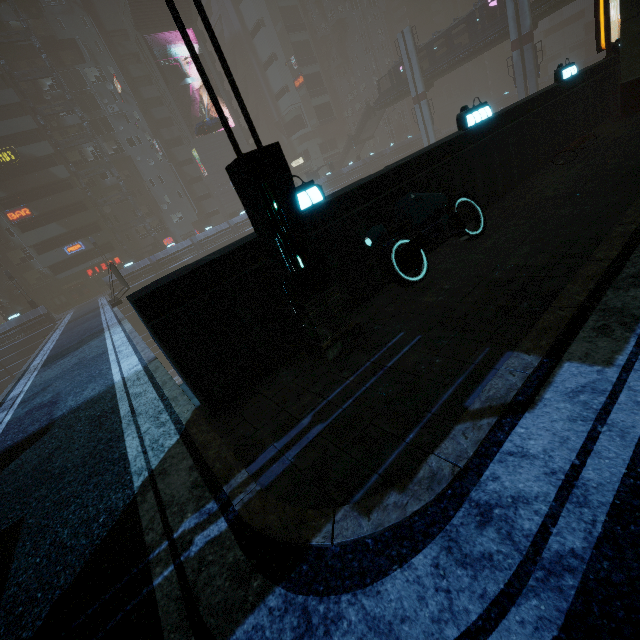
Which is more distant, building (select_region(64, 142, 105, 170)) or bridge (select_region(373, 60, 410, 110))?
bridge (select_region(373, 60, 410, 110))

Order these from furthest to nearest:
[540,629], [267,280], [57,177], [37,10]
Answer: [37,10]
[57,177]
[267,280]
[540,629]

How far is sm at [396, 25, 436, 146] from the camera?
44.62m

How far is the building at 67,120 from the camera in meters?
→ 43.3 m

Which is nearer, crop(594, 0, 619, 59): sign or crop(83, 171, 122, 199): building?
crop(594, 0, 619, 59): sign

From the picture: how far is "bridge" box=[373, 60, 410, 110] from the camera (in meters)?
49.00

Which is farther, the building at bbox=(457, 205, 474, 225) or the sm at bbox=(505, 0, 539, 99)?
the sm at bbox=(505, 0, 539, 99)

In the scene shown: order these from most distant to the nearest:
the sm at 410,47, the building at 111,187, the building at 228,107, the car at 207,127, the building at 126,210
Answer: the building at 228,107, the building at 126,210, the building at 111,187, the sm at 410,47, the car at 207,127
